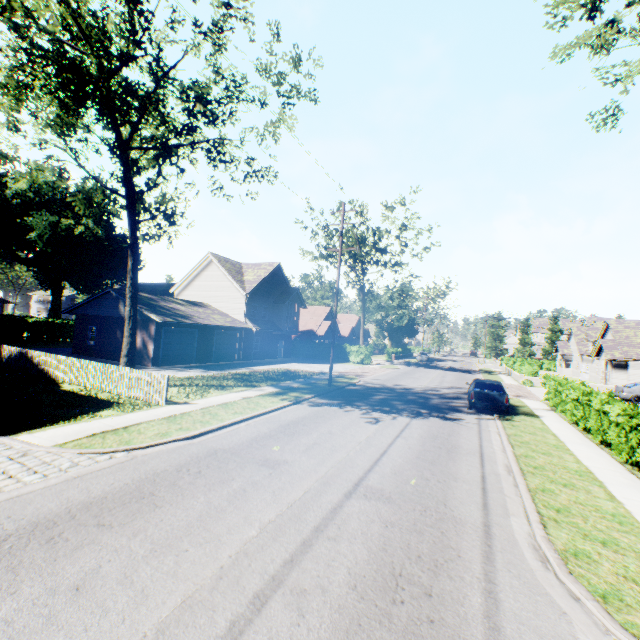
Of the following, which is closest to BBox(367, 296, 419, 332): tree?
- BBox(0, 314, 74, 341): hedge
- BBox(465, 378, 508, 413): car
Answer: BBox(0, 314, 74, 341): hedge

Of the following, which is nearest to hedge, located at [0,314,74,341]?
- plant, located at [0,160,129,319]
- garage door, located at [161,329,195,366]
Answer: plant, located at [0,160,129,319]

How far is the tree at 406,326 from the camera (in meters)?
56.99

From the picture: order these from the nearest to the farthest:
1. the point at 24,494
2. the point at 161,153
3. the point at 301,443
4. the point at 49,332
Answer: the point at 24,494, the point at 301,443, the point at 161,153, the point at 49,332

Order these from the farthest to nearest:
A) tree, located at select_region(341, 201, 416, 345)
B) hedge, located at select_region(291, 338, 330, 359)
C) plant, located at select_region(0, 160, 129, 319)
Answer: plant, located at select_region(0, 160, 129, 319) → hedge, located at select_region(291, 338, 330, 359) → tree, located at select_region(341, 201, 416, 345)

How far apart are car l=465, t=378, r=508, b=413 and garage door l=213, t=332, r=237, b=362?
20.8m

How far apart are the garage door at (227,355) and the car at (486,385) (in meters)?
20.83

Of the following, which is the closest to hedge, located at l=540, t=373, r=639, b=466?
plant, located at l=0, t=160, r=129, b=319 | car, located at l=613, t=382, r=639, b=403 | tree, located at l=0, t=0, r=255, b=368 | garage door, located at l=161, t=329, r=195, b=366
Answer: car, located at l=613, t=382, r=639, b=403
